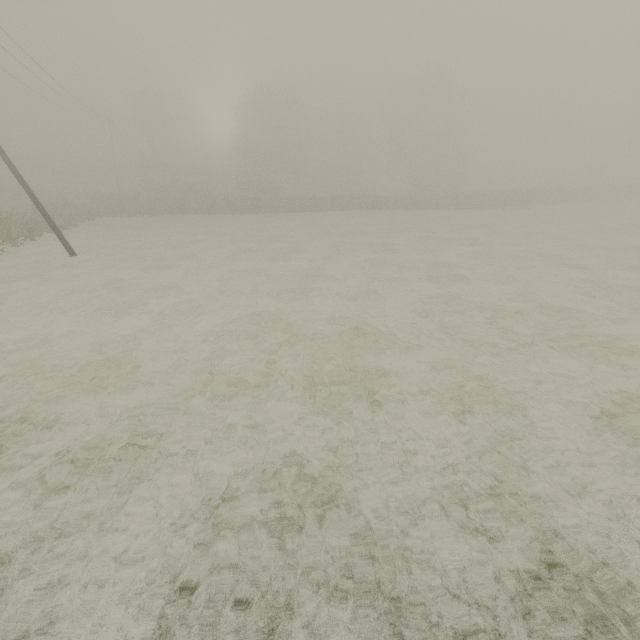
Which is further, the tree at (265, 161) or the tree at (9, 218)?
the tree at (265, 161)

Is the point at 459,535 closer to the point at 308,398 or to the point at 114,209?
the point at 308,398

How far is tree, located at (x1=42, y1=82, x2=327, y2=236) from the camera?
37.8 meters

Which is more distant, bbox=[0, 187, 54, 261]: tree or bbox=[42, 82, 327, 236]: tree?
bbox=[42, 82, 327, 236]: tree

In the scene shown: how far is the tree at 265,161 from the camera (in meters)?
37.75
